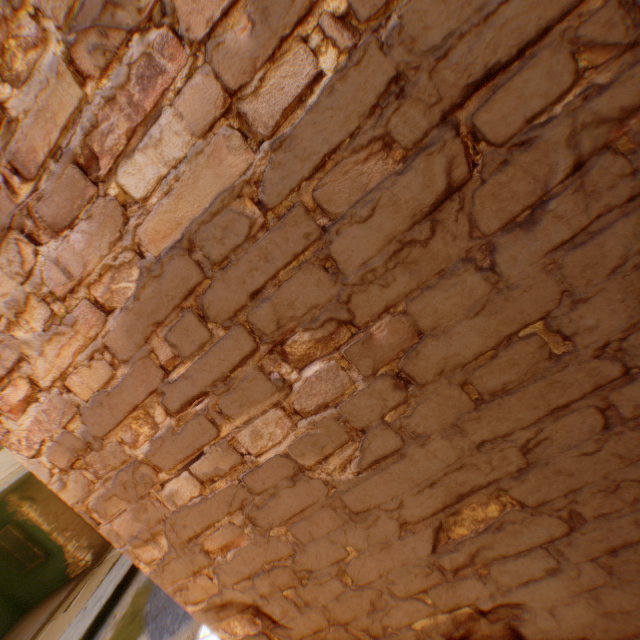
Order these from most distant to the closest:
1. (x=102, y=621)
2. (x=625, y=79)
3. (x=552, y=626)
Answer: (x=102, y=621) → (x=552, y=626) → (x=625, y=79)

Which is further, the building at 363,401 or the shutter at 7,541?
the shutter at 7,541

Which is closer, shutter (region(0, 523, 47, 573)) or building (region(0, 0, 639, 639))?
building (region(0, 0, 639, 639))
